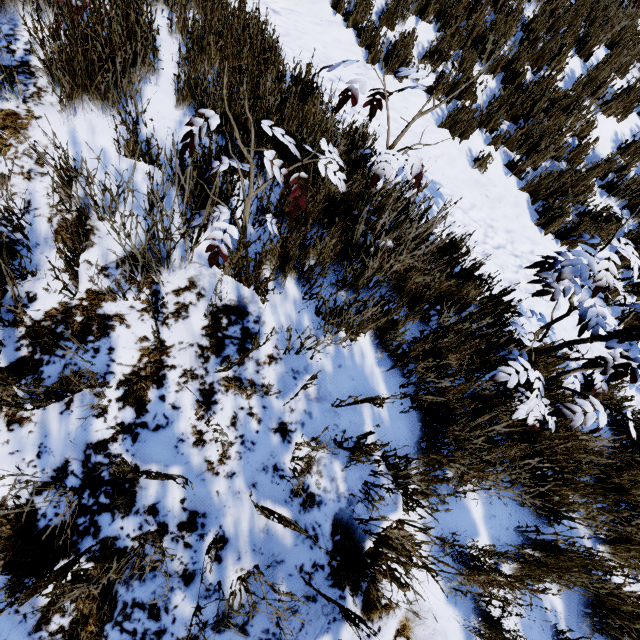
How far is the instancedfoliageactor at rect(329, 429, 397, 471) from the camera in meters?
1.4

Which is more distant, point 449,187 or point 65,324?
point 449,187

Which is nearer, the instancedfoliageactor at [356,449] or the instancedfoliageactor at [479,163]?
the instancedfoliageactor at [356,449]

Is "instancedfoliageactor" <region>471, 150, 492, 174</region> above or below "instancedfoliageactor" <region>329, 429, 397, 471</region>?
below

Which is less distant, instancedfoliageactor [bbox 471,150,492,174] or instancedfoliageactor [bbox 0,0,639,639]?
instancedfoliageactor [bbox 0,0,639,639]
